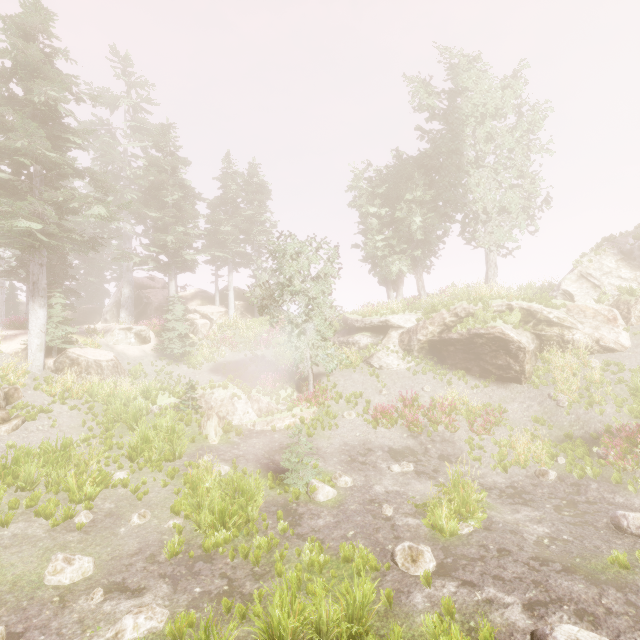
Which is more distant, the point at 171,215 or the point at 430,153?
the point at 171,215

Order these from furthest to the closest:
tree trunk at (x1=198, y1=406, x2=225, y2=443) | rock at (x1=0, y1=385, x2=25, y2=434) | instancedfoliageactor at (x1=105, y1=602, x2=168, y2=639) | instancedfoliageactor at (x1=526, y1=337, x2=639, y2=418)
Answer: tree trunk at (x1=198, y1=406, x2=225, y2=443), instancedfoliageactor at (x1=526, y1=337, x2=639, y2=418), rock at (x1=0, y1=385, x2=25, y2=434), instancedfoliageactor at (x1=105, y1=602, x2=168, y2=639)

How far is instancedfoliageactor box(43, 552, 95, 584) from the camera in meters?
6.6 m

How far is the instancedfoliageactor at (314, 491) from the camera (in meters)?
10.41

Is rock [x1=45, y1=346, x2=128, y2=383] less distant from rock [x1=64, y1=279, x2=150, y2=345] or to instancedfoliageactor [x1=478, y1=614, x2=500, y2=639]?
instancedfoliageactor [x1=478, y1=614, x2=500, y2=639]

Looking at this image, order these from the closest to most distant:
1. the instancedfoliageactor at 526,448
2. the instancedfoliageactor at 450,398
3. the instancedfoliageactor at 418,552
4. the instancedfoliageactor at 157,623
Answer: the instancedfoliageactor at 157,623 → the instancedfoliageactor at 418,552 → the instancedfoliageactor at 526,448 → the instancedfoliageactor at 450,398

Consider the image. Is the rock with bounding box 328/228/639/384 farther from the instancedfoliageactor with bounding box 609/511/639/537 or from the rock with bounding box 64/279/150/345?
the rock with bounding box 64/279/150/345

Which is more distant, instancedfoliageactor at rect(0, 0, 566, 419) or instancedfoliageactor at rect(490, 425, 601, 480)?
instancedfoliageactor at rect(0, 0, 566, 419)
